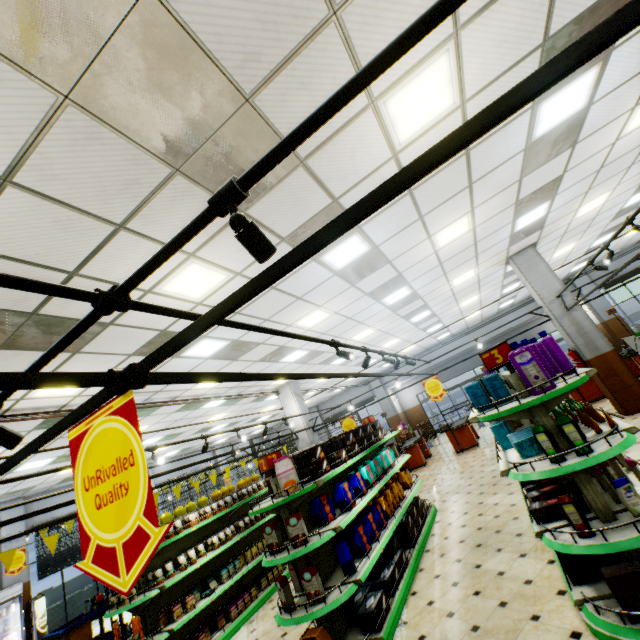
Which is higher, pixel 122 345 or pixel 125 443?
pixel 122 345

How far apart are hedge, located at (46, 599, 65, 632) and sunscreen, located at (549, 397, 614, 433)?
17.4m

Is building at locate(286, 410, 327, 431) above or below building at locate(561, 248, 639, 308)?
above

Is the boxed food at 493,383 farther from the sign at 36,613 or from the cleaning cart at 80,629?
the sign at 36,613

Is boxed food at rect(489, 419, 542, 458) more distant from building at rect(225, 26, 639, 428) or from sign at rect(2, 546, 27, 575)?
sign at rect(2, 546, 27, 575)

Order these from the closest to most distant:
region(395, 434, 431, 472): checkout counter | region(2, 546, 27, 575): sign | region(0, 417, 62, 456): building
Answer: region(0, 417, 62, 456): building < region(2, 546, 27, 575): sign < region(395, 434, 431, 472): checkout counter

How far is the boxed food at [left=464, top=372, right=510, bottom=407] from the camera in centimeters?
363cm

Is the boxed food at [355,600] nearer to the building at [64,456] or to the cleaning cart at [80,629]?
the building at [64,456]
